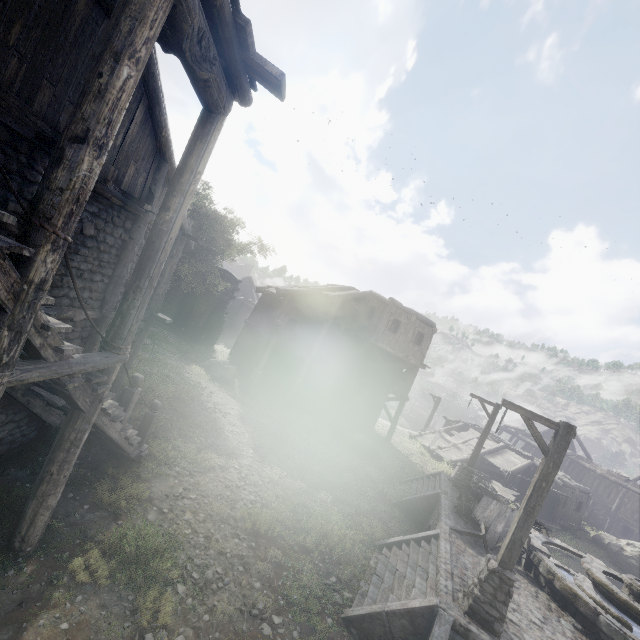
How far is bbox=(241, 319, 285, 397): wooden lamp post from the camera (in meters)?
20.08

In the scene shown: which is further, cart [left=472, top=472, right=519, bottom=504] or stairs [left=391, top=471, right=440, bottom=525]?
cart [left=472, top=472, right=519, bottom=504]

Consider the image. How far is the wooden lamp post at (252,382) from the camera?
20.08m

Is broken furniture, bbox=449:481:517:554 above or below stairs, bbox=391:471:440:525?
above

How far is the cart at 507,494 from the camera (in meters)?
Answer: 22.56

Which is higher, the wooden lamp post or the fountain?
the fountain

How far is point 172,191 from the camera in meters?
5.7

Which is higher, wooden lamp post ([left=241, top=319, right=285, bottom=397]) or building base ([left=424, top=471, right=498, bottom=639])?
building base ([left=424, top=471, right=498, bottom=639])
